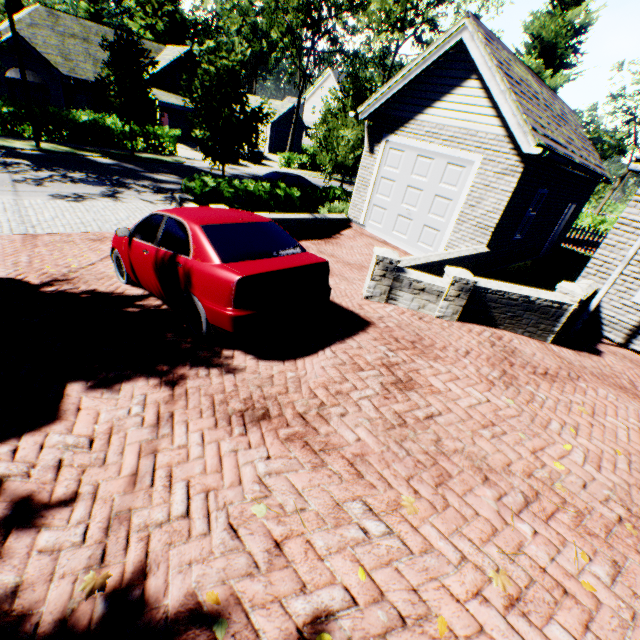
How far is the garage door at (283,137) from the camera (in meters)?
39.91

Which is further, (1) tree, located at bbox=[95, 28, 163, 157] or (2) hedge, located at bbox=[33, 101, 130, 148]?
(2) hedge, located at bbox=[33, 101, 130, 148]

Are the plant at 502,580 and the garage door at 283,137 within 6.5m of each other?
no

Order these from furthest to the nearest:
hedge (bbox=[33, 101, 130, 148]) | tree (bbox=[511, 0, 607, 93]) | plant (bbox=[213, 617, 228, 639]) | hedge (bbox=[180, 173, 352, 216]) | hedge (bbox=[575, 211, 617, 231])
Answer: hedge (bbox=[575, 211, 617, 231]) < hedge (bbox=[33, 101, 130, 148]) < tree (bbox=[511, 0, 607, 93]) < hedge (bbox=[180, 173, 352, 216]) < plant (bbox=[213, 617, 228, 639])

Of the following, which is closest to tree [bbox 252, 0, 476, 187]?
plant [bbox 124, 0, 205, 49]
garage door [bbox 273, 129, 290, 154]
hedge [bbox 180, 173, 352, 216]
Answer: plant [bbox 124, 0, 205, 49]

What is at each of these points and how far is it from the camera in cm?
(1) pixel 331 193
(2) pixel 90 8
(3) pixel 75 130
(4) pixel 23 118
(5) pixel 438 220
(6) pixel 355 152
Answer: (1) hedge, 1525
(2) tree, 5300
(3) hedge, 2003
(4) hedge, 1844
(5) garage door, 991
(6) tree, 1798

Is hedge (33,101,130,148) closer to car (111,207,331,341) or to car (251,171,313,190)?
car (251,171,313,190)

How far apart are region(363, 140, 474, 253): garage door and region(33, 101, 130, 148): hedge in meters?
19.8
